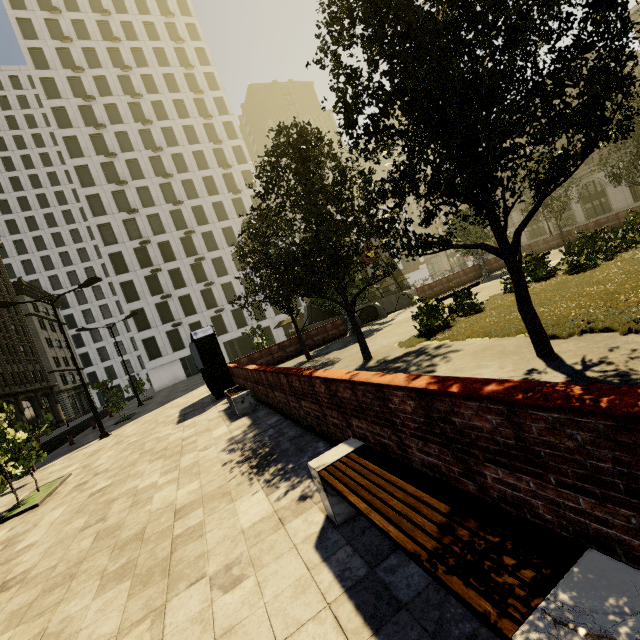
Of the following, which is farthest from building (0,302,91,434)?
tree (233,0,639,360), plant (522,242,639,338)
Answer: plant (522,242,639,338)

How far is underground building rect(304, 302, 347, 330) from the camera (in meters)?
26.25

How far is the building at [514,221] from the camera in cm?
4912

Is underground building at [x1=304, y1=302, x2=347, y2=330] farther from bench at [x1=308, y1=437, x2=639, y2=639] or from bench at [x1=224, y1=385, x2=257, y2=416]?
bench at [x1=308, y1=437, x2=639, y2=639]

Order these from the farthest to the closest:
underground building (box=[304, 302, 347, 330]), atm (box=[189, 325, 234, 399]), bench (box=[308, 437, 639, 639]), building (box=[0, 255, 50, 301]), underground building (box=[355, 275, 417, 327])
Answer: building (box=[0, 255, 50, 301]), underground building (box=[304, 302, 347, 330]), underground building (box=[355, 275, 417, 327]), atm (box=[189, 325, 234, 399]), bench (box=[308, 437, 639, 639])

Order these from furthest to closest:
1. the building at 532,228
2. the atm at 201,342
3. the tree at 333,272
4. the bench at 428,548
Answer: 1. the building at 532,228
2. the atm at 201,342
3. the tree at 333,272
4. the bench at 428,548

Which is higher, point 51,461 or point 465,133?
point 465,133

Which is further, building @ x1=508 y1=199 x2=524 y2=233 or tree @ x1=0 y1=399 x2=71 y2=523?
building @ x1=508 y1=199 x2=524 y2=233
